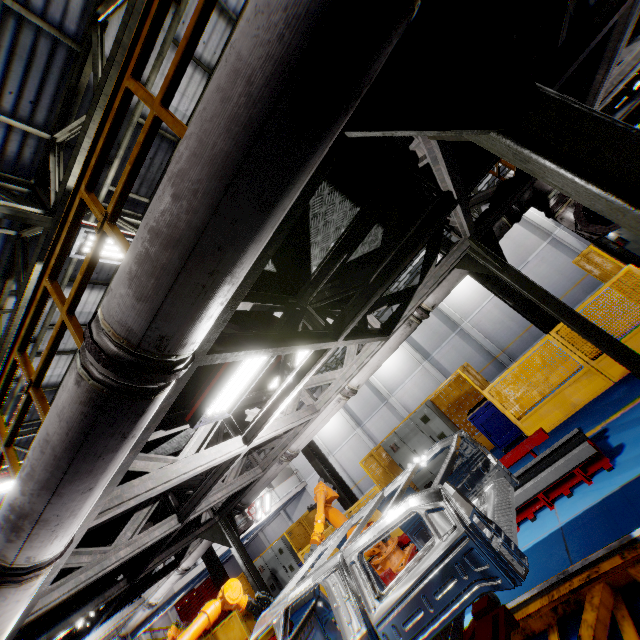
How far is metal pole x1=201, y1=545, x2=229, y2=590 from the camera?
13.6m

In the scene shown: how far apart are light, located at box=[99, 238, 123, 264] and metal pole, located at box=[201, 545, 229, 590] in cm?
1248

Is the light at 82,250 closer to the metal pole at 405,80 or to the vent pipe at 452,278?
the vent pipe at 452,278

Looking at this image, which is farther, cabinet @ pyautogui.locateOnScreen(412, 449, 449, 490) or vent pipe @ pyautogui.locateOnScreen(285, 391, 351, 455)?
cabinet @ pyautogui.locateOnScreen(412, 449, 449, 490)

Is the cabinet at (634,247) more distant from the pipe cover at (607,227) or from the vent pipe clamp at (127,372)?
the vent pipe clamp at (127,372)

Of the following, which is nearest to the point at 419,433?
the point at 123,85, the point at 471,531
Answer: the point at 471,531

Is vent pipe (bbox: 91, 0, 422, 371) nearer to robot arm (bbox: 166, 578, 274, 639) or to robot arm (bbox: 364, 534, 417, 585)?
robot arm (bbox: 166, 578, 274, 639)

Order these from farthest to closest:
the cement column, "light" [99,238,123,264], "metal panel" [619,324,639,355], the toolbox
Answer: the cement column
the toolbox
"metal panel" [619,324,639,355]
"light" [99,238,123,264]
